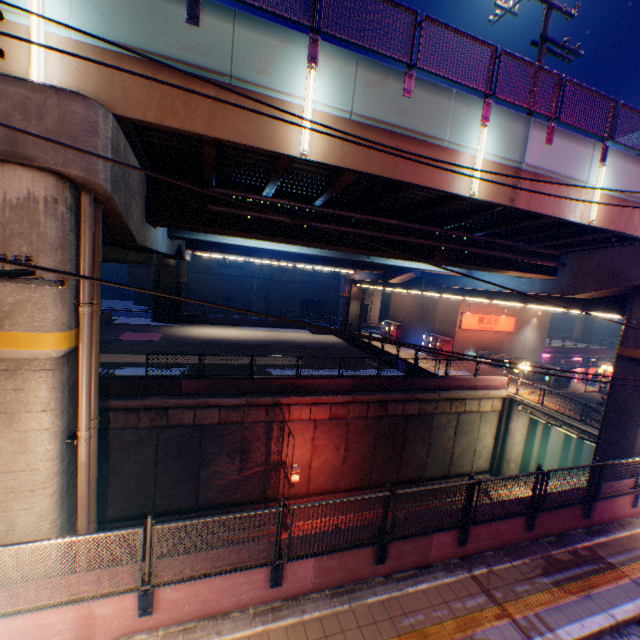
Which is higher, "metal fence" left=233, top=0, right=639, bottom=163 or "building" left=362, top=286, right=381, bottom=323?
"metal fence" left=233, top=0, right=639, bottom=163

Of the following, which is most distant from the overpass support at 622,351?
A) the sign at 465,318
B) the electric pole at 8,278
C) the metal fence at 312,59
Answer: the sign at 465,318

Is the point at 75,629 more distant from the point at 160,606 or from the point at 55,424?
the point at 55,424

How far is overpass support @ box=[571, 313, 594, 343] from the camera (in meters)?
56.50

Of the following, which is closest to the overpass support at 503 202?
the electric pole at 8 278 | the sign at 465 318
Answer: the electric pole at 8 278

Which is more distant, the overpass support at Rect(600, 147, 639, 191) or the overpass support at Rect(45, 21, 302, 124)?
the overpass support at Rect(600, 147, 639, 191)

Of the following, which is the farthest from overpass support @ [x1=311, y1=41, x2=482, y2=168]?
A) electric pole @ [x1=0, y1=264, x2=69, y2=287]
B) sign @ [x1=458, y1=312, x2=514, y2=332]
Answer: sign @ [x1=458, y1=312, x2=514, y2=332]
